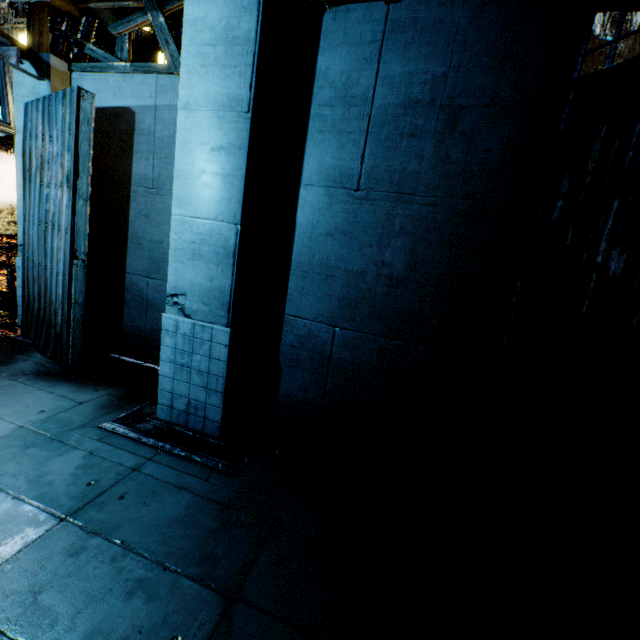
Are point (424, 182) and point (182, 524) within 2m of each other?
no

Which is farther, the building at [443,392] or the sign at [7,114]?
the sign at [7,114]

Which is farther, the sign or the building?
the sign
